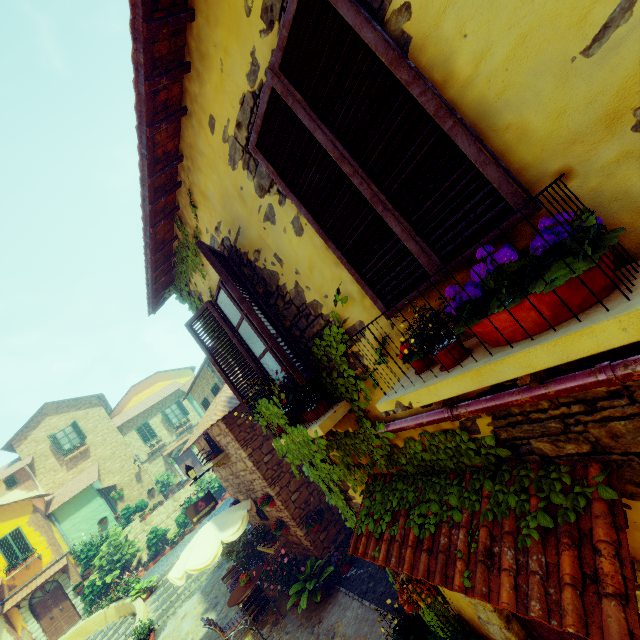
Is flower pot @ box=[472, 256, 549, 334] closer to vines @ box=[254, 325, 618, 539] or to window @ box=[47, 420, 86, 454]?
window @ box=[47, 420, 86, 454]

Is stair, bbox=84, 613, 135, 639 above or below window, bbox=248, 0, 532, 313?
below

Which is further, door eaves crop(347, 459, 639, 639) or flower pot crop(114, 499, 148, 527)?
flower pot crop(114, 499, 148, 527)

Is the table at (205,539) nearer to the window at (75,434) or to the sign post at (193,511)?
the sign post at (193,511)

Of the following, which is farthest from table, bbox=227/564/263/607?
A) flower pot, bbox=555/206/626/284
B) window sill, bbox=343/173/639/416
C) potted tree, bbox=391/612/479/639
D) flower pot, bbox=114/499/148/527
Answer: flower pot, bbox=114/499/148/527

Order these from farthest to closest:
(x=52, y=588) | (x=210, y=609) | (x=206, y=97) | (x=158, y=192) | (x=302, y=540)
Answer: (x=52, y=588) → (x=210, y=609) → (x=302, y=540) → (x=158, y=192) → (x=206, y=97)

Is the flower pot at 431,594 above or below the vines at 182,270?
below

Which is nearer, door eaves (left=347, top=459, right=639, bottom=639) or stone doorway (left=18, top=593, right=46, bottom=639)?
door eaves (left=347, top=459, right=639, bottom=639)
